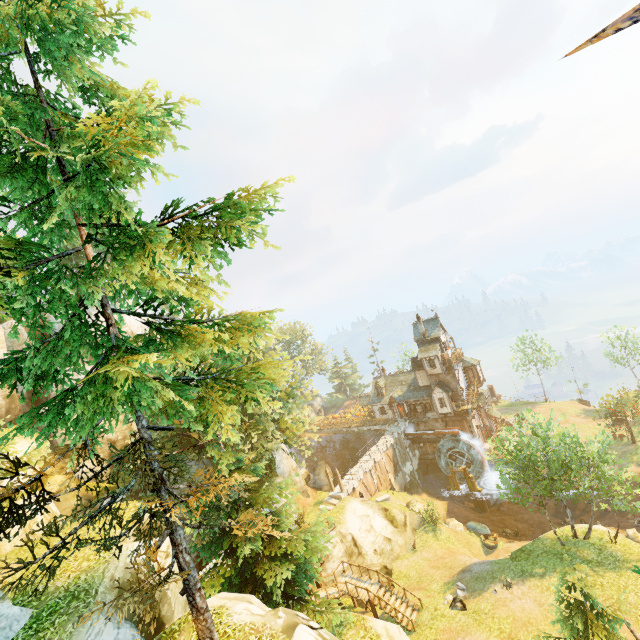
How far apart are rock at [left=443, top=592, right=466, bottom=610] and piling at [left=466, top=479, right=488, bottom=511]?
22.1m

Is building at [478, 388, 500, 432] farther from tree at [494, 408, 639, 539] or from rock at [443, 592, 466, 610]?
rock at [443, 592, 466, 610]

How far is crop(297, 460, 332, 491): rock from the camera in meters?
43.3

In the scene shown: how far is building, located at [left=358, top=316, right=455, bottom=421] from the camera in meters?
44.6 m

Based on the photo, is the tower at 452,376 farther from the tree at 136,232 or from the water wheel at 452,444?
the tree at 136,232

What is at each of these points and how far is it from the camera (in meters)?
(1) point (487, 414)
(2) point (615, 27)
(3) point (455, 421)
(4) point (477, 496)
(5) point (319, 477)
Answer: (1) building, 47.94
(2) tree, 1.42
(3) tower, 45.69
(4) piling, 40.72
(5) rock, 49.69

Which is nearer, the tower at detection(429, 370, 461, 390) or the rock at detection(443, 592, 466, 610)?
the rock at detection(443, 592, 466, 610)

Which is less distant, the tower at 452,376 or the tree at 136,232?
the tree at 136,232
